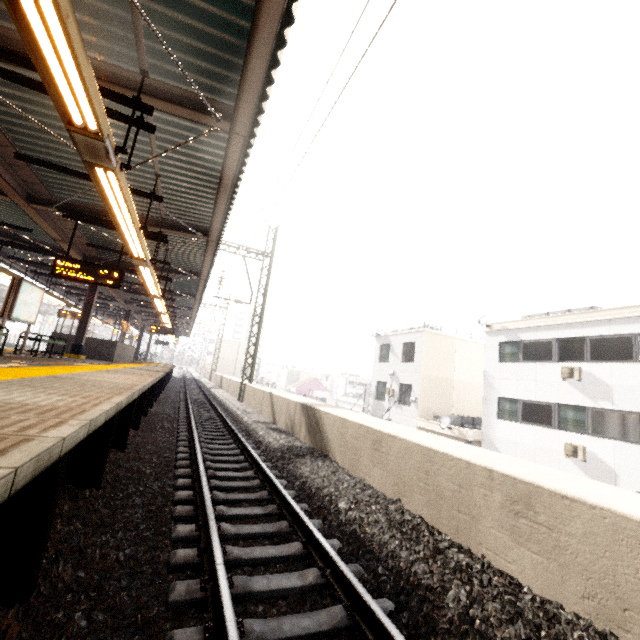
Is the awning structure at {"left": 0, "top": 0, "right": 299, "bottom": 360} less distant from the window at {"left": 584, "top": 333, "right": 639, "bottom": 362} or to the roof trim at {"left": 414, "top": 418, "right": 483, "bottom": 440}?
the roof trim at {"left": 414, "top": 418, "right": 483, "bottom": 440}

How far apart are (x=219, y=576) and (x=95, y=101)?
4.6m

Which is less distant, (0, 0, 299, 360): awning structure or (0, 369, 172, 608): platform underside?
(0, 369, 172, 608): platform underside

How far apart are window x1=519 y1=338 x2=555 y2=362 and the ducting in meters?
4.9 m

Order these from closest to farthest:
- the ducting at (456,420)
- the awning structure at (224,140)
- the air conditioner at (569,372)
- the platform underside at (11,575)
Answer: the platform underside at (11,575), the awning structure at (224,140), the air conditioner at (569,372), the ducting at (456,420)

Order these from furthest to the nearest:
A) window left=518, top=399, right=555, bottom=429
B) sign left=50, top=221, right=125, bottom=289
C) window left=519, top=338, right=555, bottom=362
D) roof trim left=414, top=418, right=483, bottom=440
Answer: roof trim left=414, top=418, right=483, bottom=440 → window left=519, top=338, right=555, bottom=362 → window left=518, top=399, right=555, bottom=429 → sign left=50, top=221, right=125, bottom=289

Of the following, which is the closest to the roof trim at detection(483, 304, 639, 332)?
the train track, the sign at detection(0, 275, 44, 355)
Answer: the train track

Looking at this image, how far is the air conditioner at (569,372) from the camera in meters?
13.8
